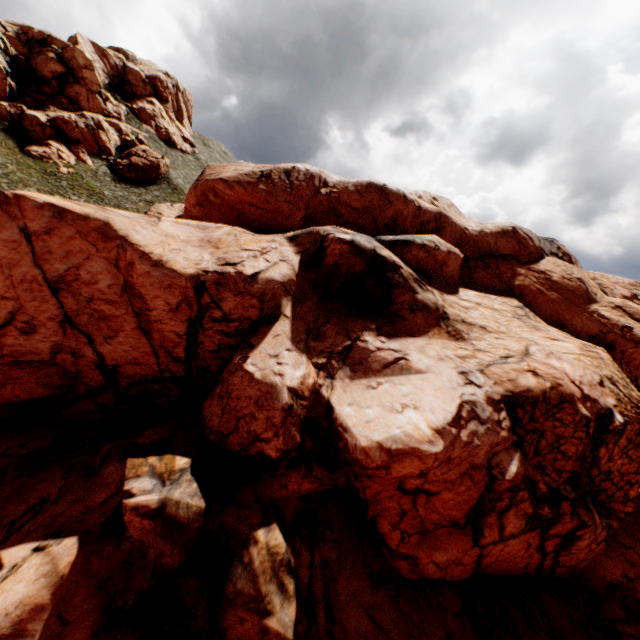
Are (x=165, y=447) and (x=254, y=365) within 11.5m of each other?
yes

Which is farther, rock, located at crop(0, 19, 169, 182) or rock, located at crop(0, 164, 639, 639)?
rock, located at crop(0, 19, 169, 182)

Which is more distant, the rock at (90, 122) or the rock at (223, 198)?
the rock at (90, 122)

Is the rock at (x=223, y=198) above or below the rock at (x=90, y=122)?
below

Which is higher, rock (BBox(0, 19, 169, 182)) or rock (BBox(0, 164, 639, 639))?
rock (BBox(0, 19, 169, 182))
